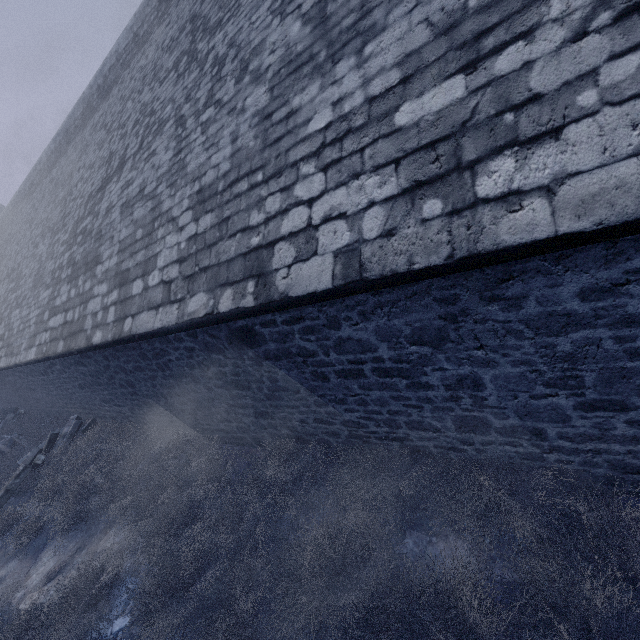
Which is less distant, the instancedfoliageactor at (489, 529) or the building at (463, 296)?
the building at (463, 296)

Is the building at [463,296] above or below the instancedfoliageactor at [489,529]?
above

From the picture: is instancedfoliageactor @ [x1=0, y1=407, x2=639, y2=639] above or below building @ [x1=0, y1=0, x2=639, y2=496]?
below

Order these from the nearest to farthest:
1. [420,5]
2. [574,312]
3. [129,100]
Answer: [574,312] → [420,5] → [129,100]

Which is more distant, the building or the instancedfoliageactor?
the instancedfoliageactor
